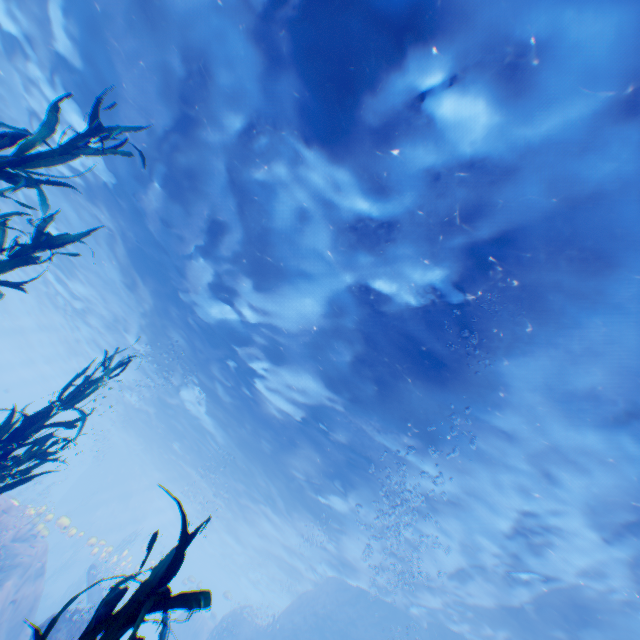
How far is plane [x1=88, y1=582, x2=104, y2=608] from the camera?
17.1 meters

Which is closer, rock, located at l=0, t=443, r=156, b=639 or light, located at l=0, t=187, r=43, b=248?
rock, located at l=0, t=443, r=156, b=639

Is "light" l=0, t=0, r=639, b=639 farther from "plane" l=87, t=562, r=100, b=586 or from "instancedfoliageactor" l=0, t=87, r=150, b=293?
"instancedfoliageactor" l=0, t=87, r=150, b=293

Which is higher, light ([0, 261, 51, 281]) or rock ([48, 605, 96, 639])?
light ([0, 261, 51, 281])

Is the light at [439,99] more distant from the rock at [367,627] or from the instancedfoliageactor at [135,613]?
the instancedfoliageactor at [135,613]

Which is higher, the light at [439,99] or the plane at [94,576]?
the light at [439,99]

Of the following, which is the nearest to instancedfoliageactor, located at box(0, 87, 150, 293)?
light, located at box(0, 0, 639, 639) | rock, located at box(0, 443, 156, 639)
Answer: rock, located at box(0, 443, 156, 639)

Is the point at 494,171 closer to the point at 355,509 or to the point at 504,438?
the point at 504,438
